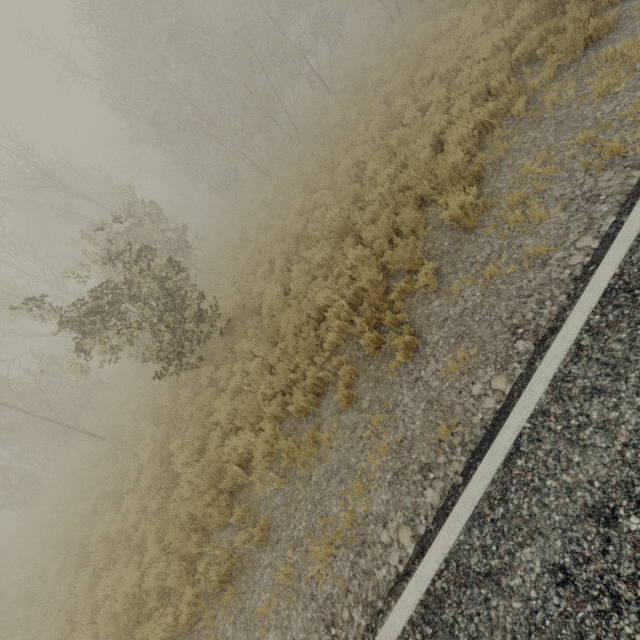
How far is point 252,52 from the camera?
20.7 meters
